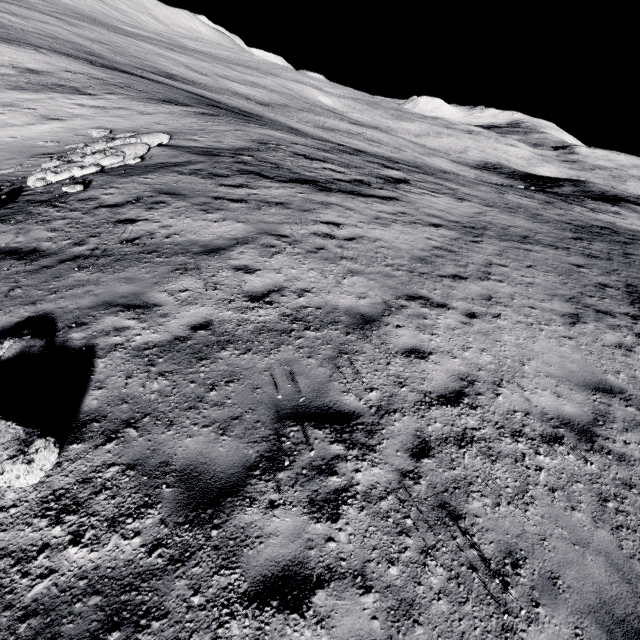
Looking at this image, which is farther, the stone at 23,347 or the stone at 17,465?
the stone at 23,347

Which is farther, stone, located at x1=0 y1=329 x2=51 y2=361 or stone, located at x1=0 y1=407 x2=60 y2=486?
stone, located at x1=0 y1=329 x2=51 y2=361

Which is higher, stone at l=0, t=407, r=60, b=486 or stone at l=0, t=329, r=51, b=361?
stone at l=0, t=407, r=60, b=486

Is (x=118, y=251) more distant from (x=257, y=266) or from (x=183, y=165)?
(x=183, y=165)

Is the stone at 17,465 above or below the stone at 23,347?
above
